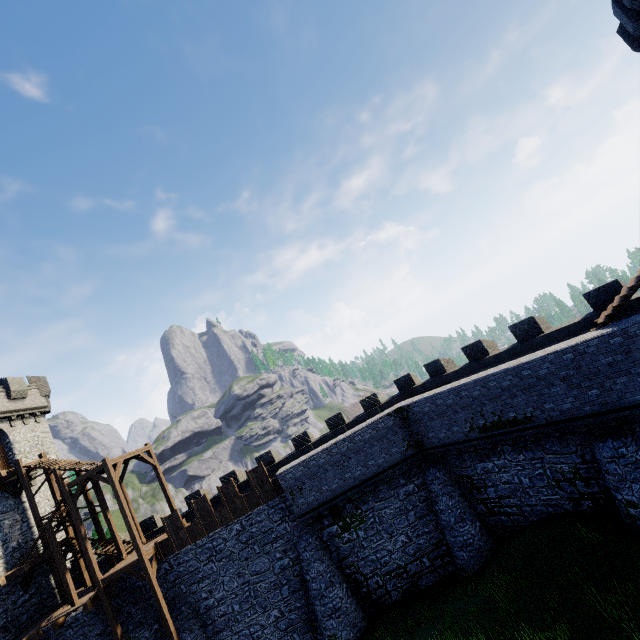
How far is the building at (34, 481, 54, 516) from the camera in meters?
24.2 m

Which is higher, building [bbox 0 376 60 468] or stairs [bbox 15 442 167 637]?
building [bbox 0 376 60 468]

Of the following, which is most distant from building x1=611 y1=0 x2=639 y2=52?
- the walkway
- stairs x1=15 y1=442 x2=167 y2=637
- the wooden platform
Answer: the wooden platform

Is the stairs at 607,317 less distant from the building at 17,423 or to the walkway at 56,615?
the walkway at 56,615

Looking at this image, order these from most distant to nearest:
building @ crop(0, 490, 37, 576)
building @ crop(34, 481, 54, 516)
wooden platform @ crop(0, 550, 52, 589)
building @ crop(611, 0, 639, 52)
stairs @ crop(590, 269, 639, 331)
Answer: building @ crop(34, 481, 54, 516)
building @ crop(0, 490, 37, 576)
wooden platform @ crop(0, 550, 52, 589)
stairs @ crop(590, 269, 639, 331)
building @ crop(611, 0, 639, 52)

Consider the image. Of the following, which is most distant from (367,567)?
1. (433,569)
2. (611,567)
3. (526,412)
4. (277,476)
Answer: (526,412)

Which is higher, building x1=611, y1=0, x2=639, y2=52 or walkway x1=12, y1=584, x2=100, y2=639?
building x1=611, y1=0, x2=639, y2=52

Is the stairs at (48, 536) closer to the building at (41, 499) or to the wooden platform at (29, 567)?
the wooden platform at (29, 567)
